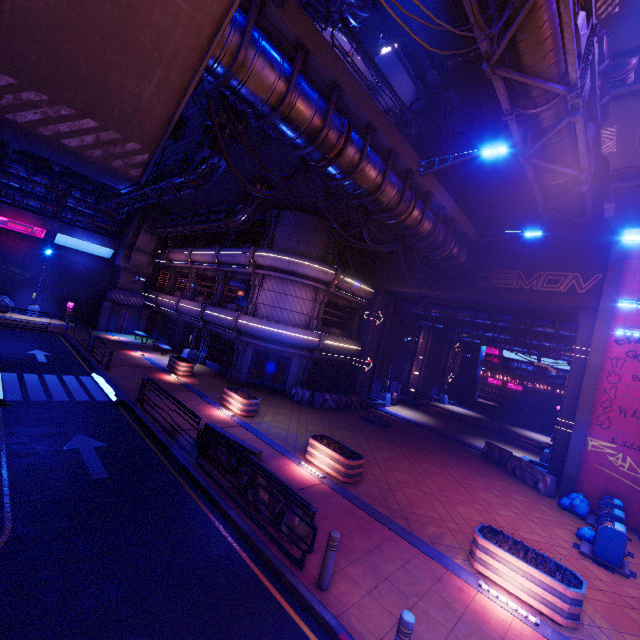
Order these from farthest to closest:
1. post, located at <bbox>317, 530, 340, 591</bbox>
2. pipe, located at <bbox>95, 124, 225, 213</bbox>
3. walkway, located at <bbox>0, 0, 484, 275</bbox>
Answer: pipe, located at <bbox>95, 124, 225, 213</bbox>
post, located at <bbox>317, 530, 340, 591</bbox>
walkway, located at <bbox>0, 0, 484, 275</bbox>

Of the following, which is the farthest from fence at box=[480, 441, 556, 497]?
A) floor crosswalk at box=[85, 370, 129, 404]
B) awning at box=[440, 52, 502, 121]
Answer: floor crosswalk at box=[85, 370, 129, 404]

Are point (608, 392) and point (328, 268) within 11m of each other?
no

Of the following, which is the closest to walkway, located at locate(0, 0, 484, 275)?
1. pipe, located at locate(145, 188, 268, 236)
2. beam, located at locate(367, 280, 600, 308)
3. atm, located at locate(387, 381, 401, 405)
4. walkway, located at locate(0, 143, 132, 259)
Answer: beam, located at locate(367, 280, 600, 308)

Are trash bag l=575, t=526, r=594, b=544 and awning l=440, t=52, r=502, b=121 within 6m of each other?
no

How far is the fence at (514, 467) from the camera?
14.5m

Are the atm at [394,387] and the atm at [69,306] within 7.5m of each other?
no

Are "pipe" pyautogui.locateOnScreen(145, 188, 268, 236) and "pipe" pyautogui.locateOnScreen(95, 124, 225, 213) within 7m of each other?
yes
